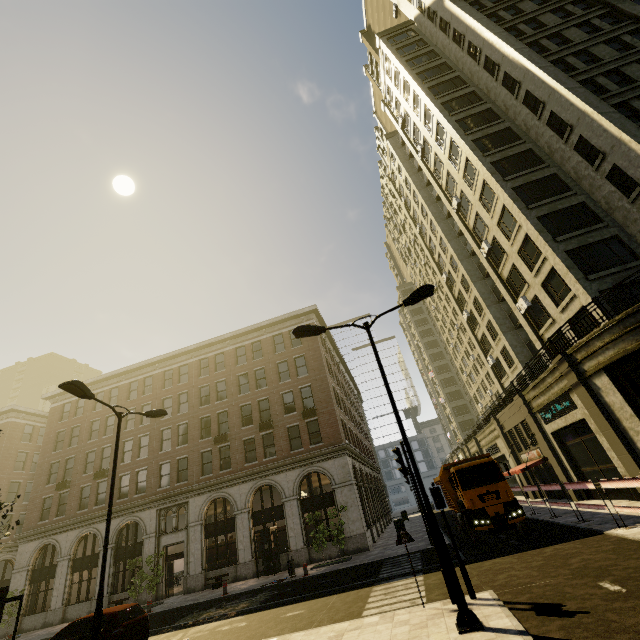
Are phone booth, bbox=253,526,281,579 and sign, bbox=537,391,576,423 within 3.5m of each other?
no

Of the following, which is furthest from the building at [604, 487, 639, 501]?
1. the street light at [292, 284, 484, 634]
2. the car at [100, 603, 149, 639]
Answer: the car at [100, 603, 149, 639]

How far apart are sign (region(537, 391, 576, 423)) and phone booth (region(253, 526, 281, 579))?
20.2m

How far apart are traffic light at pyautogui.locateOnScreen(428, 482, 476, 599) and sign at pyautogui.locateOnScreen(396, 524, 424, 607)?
1.0m

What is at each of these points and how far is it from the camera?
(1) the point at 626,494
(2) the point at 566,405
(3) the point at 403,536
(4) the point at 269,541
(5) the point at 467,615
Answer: (1) building, 16.0m
(2) sign, 18.2m
(3) sign, 9.1m
(4) phone booth, 23.3m
(5) street light, 6.6m

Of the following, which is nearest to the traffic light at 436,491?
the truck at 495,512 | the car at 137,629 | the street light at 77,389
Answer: the truck at 495,512

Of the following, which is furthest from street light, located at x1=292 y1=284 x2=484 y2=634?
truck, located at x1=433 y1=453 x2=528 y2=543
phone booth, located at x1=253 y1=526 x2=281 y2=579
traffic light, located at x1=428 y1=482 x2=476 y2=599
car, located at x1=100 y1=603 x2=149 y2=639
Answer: phone booth, located at x1=253 y1=526 x2=281 y2=579

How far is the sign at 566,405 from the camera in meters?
17.9
